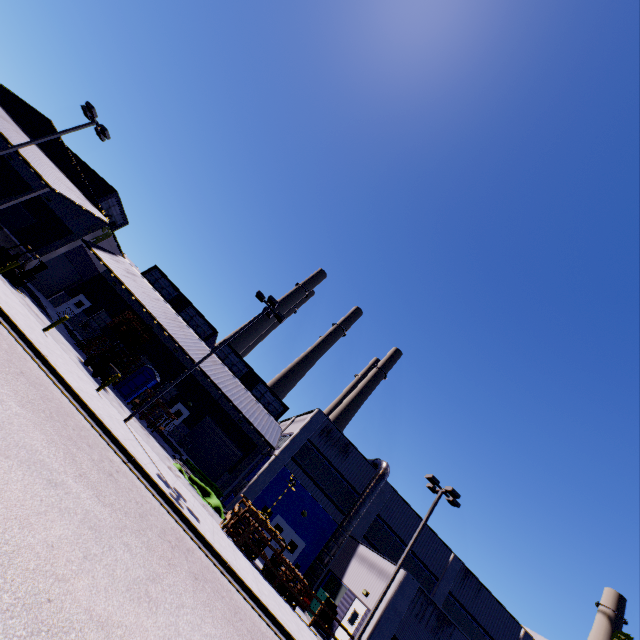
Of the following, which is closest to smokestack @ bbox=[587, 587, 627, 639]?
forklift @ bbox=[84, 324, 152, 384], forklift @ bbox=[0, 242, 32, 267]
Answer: forklift @ bbox=[84, 324, 152, 384]

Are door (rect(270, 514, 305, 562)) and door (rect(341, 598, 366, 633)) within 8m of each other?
yes

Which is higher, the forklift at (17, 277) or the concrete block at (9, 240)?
the concrete block at (9, 240)

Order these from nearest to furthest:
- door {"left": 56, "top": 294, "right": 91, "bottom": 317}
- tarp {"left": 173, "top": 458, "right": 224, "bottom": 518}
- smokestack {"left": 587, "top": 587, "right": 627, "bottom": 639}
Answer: tarp {"left": 173, "top": 458, "right": 224, "bottom": 518} → door {"left": 56, "top": 294, "right": 91, "bottom": 317} → smokestack {"left": 587, "top": 587, "right": 627, "bottom": 639}

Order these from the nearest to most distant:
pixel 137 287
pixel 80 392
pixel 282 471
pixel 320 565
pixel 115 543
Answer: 1. pixel 115 543
2. pixel 80 392
3. pixel 320 565
4. pixel 282 471
5. pixel 137 287

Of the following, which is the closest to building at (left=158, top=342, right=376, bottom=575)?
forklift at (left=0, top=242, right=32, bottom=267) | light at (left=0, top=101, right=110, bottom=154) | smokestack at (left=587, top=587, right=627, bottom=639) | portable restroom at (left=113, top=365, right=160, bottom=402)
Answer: portable restroom at (left=113, top=365, right=160, bottom=402)

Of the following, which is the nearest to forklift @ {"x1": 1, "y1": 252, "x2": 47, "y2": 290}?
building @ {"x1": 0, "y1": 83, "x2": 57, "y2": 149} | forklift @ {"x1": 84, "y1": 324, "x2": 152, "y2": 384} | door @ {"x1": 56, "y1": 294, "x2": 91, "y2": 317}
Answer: building @ {"x1": 0, "y1": 83, "x2": 57, "y2": 149}

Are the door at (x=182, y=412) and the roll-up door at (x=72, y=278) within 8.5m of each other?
no
